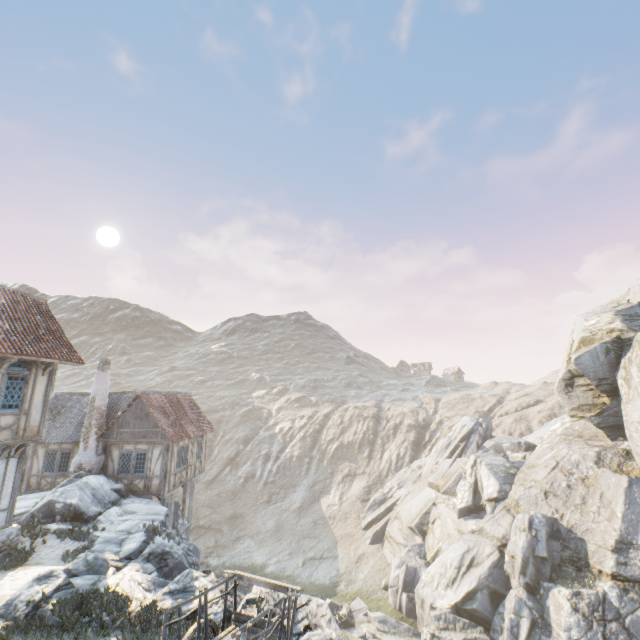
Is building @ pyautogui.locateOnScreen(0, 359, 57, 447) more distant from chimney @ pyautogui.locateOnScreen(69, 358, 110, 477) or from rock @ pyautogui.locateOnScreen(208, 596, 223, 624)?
chimney @ pyautogui.locateOnScreen(69, 358, 110, 477)

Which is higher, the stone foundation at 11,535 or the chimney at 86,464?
the chimney at 86,464

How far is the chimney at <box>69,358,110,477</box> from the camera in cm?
1867

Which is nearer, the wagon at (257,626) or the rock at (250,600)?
the wagon at (257,626)

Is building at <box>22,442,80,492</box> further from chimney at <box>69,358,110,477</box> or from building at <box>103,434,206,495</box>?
building at <box>103,434,206,495</box>

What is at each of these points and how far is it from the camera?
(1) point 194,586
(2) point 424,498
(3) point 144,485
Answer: (1) rock, 9.07m
(2) rock, 30.42m
(3) building, 19.03m

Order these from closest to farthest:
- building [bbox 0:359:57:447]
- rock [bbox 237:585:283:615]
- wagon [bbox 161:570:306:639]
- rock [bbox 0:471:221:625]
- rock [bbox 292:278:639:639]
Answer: wagon [bbox 161:570:306:639] < rock [bbox 237:585:283:615] < rock [bbox 0:471:221:625] < building [bbox 0:359:57:447] < rock [bbox 292:278:639:639]

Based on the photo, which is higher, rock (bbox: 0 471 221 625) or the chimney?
the chimney
